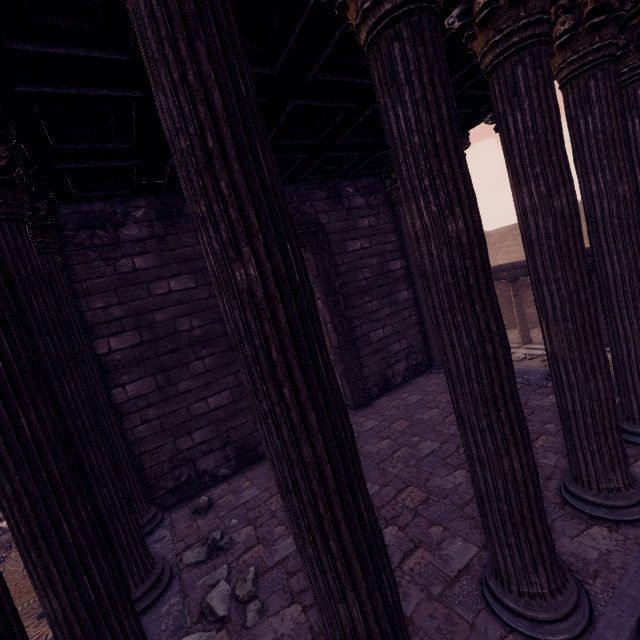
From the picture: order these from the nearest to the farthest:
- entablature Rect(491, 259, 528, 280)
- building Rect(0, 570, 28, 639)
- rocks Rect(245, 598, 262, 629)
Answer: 1. building Rect(0, 570, 28, 639)
2. rocks Rect(245, 598, 262, 629)
3. entablature Rect(491, 259, 528, 280)

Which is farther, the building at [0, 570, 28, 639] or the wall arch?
the wall arch

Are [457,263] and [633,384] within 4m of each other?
yes

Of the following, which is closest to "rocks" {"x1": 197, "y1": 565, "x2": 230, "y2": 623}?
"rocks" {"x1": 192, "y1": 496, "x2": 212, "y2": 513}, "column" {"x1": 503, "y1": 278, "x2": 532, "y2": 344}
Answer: "rocks" {"x1": 192, "y1": 496, "x2": 212, "y2": 513}

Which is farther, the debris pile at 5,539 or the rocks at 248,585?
the debris pile at 5,539

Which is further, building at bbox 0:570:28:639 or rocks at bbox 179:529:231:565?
rocks at bbox 179:529:231:565

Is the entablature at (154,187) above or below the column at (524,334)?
above
